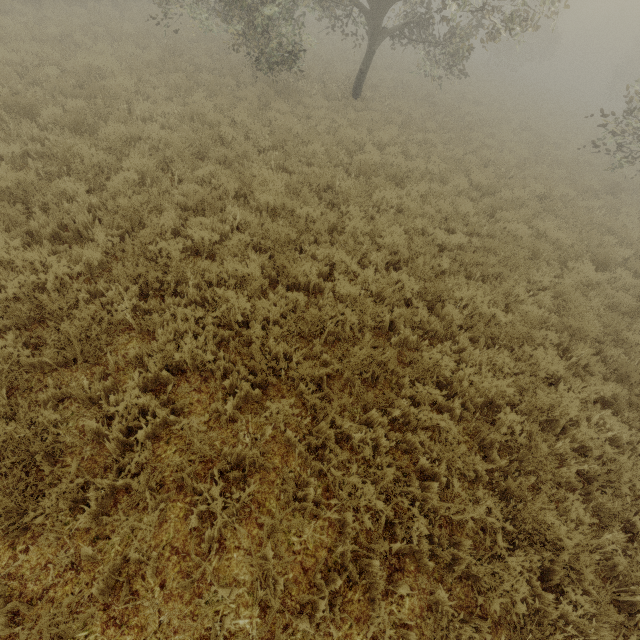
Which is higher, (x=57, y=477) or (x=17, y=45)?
(x=17, y=45)

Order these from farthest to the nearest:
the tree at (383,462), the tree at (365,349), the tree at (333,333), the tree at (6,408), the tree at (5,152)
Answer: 1. the tree at (5,152)
2. the tree at (333,333)
3. the tree at (365,349)
4. the tree at (383,462)
5. the tree at (6,408)

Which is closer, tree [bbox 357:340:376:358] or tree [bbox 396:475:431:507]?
tree [bbox 396:475:431:507]

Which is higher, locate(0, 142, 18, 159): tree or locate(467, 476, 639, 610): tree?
locate(0, 142, 18, 159): tree

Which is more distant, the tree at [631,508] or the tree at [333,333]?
the tree at [333,333]

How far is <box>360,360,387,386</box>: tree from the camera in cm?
447
